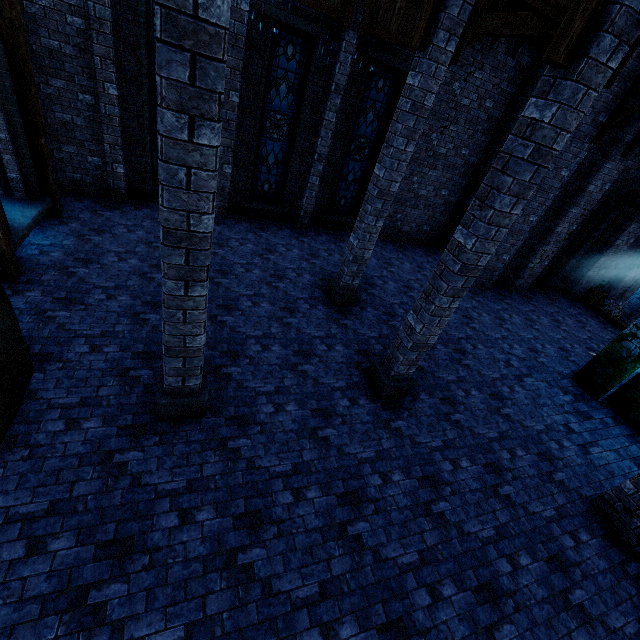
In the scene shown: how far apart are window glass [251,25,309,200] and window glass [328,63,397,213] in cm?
184

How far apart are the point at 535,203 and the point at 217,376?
11.1 meters

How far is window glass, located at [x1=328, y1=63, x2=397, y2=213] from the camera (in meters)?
10.16

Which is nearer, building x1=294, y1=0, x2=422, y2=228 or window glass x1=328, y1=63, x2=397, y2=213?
building x1=294, y1=0, x2=422, y2=228

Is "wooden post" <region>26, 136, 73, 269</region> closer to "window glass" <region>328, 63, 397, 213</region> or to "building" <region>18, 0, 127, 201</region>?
"building" <region>18, 0, 127, 201</region>

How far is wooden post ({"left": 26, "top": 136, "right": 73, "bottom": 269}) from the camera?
7.16m

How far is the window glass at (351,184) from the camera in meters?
10.2

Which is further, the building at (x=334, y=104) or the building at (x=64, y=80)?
the building at (x=334, y=104)
